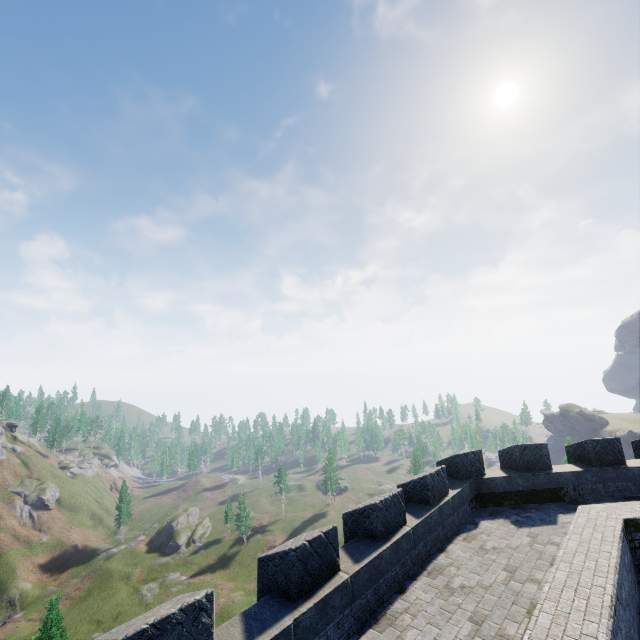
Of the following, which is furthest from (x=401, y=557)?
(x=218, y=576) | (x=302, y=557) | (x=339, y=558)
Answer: (x=218, y=576)
